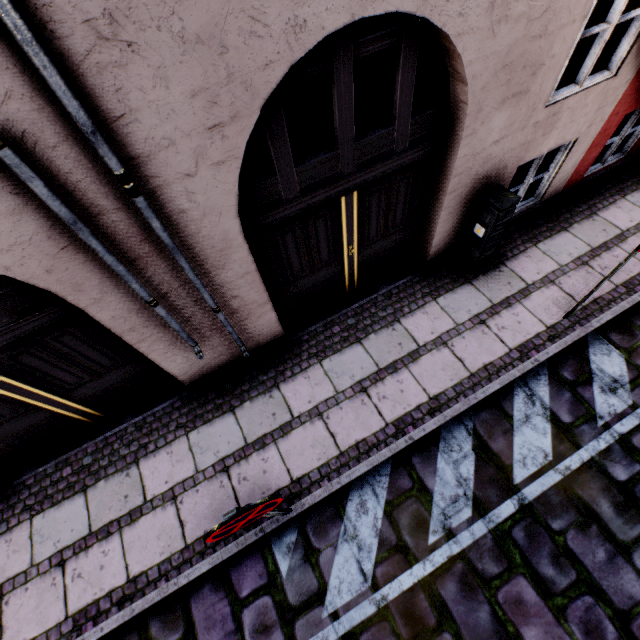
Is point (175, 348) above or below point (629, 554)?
above

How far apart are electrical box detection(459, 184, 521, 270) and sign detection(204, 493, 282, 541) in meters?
4.0 m

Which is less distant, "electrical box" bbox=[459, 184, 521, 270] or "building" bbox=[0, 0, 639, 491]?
"building" bbox=[0, 0, 639, 491]

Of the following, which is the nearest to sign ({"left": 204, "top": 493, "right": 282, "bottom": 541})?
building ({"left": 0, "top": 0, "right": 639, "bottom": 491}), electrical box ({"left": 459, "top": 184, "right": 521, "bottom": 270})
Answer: building ({"left": 0, "top": 0, "right": 639, "bottom": 491})

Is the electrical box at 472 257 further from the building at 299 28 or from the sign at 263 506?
the sign at 263 506

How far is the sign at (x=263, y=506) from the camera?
2.0m

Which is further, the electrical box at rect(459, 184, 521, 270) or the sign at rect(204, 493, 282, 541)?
the electrical box at rect(459, 184, 521, 270)
